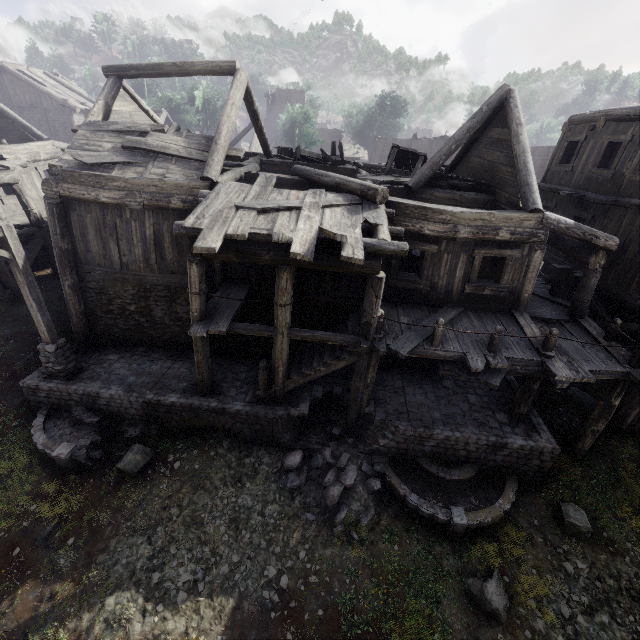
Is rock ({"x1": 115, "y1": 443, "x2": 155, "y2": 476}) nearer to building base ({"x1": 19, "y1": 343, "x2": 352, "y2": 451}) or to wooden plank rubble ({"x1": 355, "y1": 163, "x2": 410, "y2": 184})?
building base ({"x1": 19, "y1": 343, "x2": 352, "y2": 451})

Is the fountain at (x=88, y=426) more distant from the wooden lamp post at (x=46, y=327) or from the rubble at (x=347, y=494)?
the rubble at (x=347, y=494)

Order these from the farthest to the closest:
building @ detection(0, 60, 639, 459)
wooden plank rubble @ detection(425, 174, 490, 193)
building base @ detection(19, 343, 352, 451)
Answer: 1. wooden plank rubble @ detection(425, 174, 490, 193)
2. building base @ detection(19, 343, 352, 451)
3. building @ detection(0, 60, 639, 459)

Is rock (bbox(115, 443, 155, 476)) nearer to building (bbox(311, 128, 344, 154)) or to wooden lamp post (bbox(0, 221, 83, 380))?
building (bbox(311, 128, 344, 154))

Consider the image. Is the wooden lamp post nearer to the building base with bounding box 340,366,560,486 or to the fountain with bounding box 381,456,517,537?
the building base with bounding box 340,366,560,486

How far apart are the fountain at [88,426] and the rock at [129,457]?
0.3m

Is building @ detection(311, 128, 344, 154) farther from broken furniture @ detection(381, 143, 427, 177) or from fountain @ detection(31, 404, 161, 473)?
fountain @ detection(31, 404, 161, 473)

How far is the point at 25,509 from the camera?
8.3m
